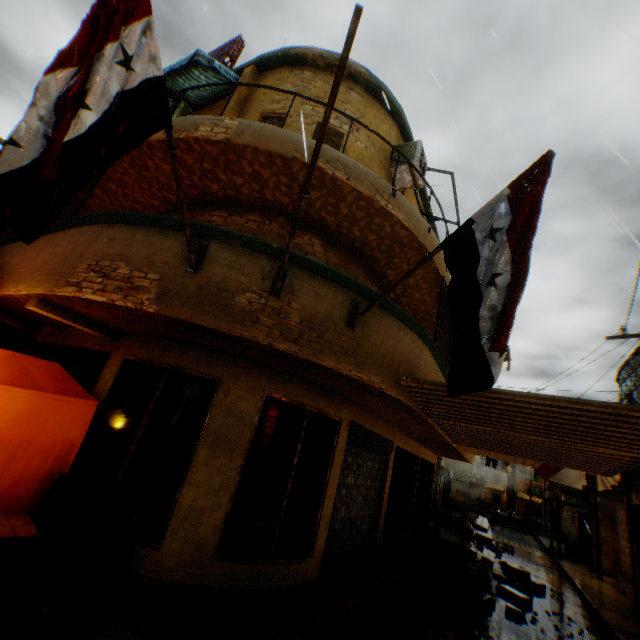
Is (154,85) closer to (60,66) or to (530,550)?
(60,66)

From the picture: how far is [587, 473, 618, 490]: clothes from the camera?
11.7 meters

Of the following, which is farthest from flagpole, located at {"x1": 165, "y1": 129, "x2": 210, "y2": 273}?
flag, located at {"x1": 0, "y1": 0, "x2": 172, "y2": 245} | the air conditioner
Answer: the air conditioner

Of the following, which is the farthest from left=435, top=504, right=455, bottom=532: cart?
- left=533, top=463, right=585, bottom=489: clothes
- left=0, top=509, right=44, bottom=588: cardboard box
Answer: left=0, top=509, right=44, bottom=588: cardboard box

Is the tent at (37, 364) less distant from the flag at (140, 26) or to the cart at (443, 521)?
the flag at (140, 26)

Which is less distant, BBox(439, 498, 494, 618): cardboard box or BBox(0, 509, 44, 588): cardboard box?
BBox(0, 509, 44, 588): cardboard box

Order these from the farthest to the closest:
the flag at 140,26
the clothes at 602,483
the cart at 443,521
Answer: the cart at 443,521 < the clothes at 602,483 < the flag at 140,26

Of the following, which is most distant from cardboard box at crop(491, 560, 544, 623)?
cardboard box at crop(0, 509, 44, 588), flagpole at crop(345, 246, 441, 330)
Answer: flagpole at crop(345, 246, 441, 330)
